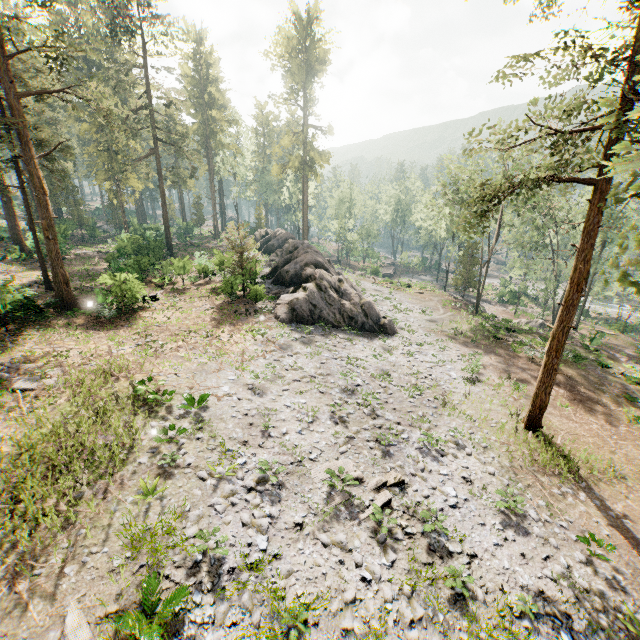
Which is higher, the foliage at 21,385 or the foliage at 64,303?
the foliage at 64,303

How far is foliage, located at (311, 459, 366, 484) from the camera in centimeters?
1204cm

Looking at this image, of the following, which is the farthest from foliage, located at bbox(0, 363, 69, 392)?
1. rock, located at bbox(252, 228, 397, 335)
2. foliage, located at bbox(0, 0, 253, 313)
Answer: rock, located at bbox(252, 228, 397, 335)

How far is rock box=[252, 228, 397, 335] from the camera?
24.5m

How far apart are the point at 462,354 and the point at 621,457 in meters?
10.6

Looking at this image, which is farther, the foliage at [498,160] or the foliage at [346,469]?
the foliage at [346,469]
